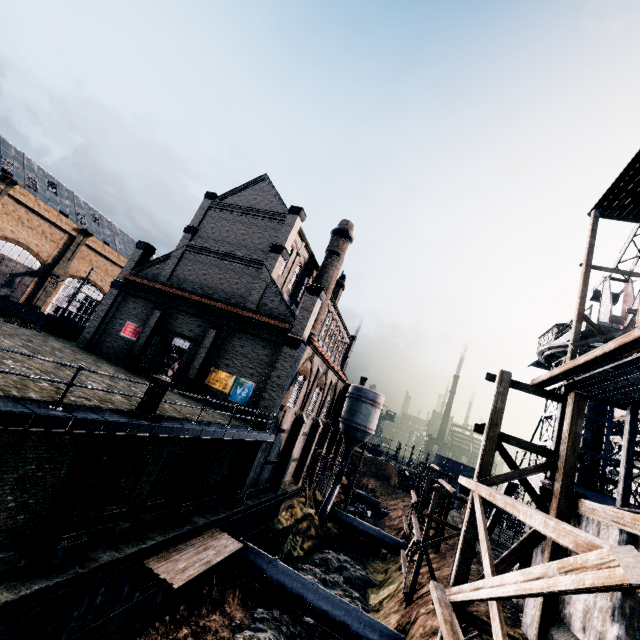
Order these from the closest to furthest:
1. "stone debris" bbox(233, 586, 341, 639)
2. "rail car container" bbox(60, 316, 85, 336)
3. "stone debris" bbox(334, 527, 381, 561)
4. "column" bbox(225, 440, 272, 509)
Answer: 1. "stone debris" bbox(233, 586, 341, 639)
2. "column" bbox(225, 440, 272, 509)
3. "rail car container" bbox(60, 316, 85, 336)
4. "stone debris" bbox(334, 527, 381, 561)

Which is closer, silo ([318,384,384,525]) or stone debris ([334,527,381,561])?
stone debris ([334,527,381,561])

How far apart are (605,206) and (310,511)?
37.36m

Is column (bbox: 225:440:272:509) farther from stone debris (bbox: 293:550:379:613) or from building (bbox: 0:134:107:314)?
stone debris (bbox: 293:550:379:613)

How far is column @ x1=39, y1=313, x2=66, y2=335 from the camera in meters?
30.2 m

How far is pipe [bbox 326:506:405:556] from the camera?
36.22m

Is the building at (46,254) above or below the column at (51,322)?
above

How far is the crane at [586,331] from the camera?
23.5 meters
